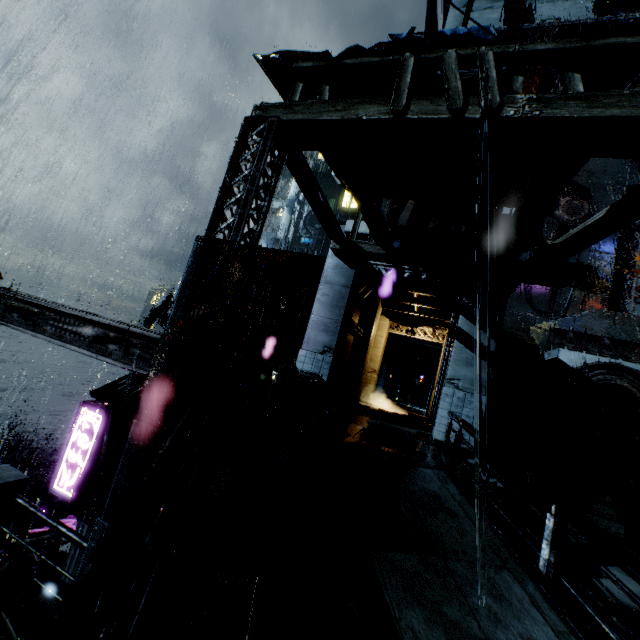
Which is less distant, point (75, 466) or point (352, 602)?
point (352, 602)

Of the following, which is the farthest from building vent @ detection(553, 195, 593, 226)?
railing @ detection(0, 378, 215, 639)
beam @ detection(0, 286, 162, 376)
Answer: railing @ detection(0, 378, 215, 639)

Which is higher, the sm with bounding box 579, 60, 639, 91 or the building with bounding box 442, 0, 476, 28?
the building with bounding box 442, 0, 476, 28

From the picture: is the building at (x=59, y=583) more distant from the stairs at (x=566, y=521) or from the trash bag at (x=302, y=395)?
the trash bag at (x=302, y=395)

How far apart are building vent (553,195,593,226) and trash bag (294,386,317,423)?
32.2 meters

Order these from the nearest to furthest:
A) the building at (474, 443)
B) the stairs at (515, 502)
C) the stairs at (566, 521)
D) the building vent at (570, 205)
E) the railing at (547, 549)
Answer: the railing at (547, 549) → the building at (474, 443) → the stairs at (566, 521) → the stairs at (515, 502) → the building vent at (570, 205)

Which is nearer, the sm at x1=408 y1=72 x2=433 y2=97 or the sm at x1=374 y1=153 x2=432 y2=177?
the sm at x1=408 y1=72 x2=433 y2=97
